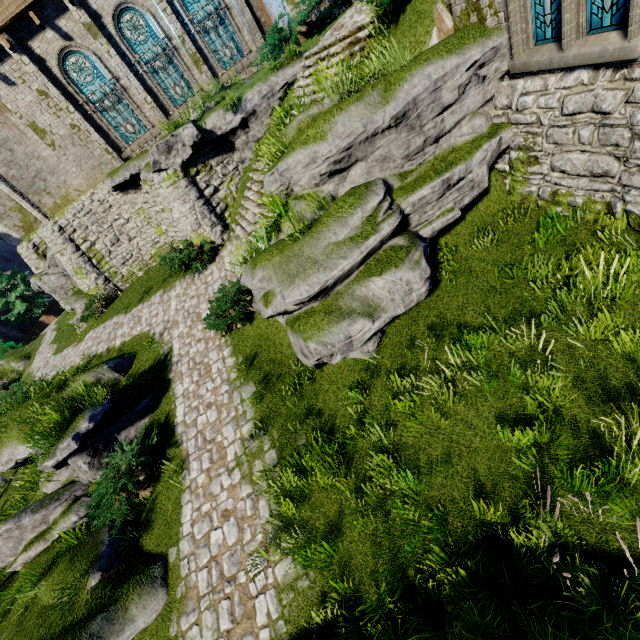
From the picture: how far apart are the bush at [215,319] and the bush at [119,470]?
3.3 meters

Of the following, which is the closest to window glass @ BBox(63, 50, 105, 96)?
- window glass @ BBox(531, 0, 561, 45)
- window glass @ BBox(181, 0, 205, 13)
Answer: window glass @ BBox(181, 0, 205, 13)

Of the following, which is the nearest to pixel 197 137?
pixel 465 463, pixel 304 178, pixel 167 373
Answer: pixel 304 178

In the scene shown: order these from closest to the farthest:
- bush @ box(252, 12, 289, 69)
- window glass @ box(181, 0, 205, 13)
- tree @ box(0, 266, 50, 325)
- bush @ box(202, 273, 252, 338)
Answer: bush @ box(202, 273, 252, 338), bush @ box(252, 12, 289, 69), window glass @ box(181, 0, 205, 13), tree @ box(0, 266, 50, 325)

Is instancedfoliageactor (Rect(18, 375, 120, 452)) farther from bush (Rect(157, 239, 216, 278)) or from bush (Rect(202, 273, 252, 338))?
bush (Rect(157, 239, 216, 278))

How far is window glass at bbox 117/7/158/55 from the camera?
13.78m

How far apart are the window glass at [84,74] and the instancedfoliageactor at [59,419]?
13.6m

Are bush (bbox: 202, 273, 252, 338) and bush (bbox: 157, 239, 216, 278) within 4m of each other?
yes
